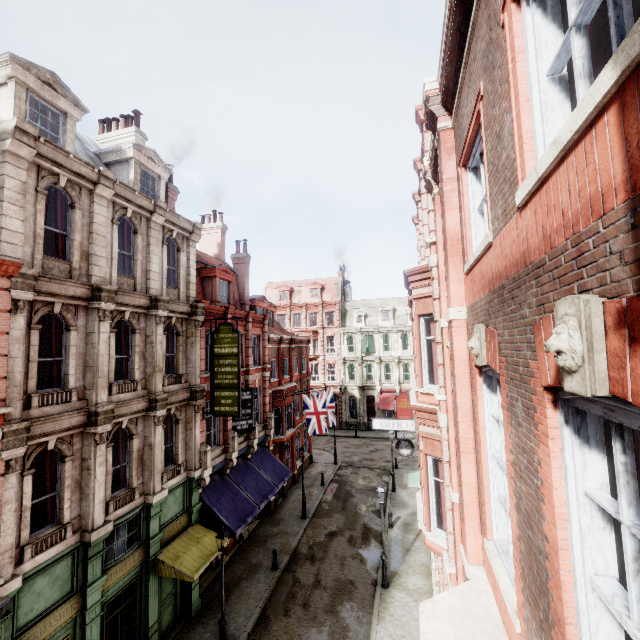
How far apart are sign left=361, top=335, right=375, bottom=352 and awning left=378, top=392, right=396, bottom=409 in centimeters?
525cm

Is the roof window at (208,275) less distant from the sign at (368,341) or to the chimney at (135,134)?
the chimney at (135,134)

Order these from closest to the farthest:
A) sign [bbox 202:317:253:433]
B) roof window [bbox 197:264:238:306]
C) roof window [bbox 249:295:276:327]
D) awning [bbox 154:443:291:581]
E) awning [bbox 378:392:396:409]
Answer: awning [bbox 154:443:291:581], sign [bbox 202:317:253:433], roof window [bbox 197:264:238:306], roof window [bbox 249:295:276:327], awning [bbox 378:392:396:409]

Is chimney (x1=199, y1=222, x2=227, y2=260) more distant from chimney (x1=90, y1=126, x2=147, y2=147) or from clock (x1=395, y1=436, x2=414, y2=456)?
clock (x1=395, y1=436, x2=414, y2=456)

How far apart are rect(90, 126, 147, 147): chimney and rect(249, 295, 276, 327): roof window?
10.60m

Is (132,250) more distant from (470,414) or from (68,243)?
(470,414)

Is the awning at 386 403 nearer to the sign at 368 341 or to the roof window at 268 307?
the sign at 368 341

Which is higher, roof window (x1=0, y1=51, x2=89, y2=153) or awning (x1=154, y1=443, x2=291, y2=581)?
roof window (x1=0, y1=51, x2=89, y2=153)
